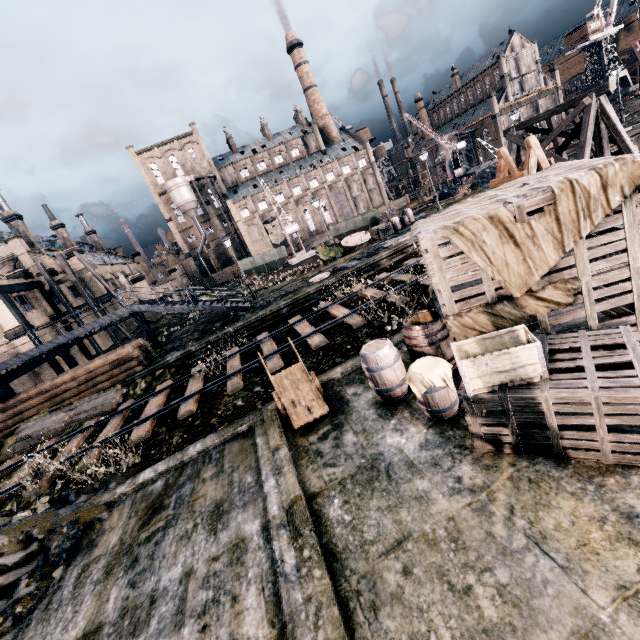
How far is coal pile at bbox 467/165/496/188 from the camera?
36.0m

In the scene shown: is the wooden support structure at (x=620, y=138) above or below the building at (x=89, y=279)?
below

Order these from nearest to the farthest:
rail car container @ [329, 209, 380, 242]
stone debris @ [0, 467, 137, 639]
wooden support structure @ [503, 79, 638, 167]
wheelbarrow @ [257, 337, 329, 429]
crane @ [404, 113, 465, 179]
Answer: stone debris @ [0, 467, 137, 639]
wheelbarrow @ [257, 337, 329, 429]
wooden support structure @ [503, 79, 638, 167]
rail car container @ [329, 209, 380, 242]
crane @ [404, 113, 465, 179]

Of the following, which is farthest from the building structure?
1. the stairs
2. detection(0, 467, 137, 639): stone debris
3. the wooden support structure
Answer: the wooden support structure

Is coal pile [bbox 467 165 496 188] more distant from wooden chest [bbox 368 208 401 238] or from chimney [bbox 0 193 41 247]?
chimney [bbox 0 193 41 247]

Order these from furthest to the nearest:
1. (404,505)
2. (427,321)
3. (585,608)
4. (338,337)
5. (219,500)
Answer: (338,337)
(427,321)
(219,500)
(404,505)
(585,608)

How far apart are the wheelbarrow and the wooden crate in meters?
3.7

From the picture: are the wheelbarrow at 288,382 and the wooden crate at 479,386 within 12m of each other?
yes
